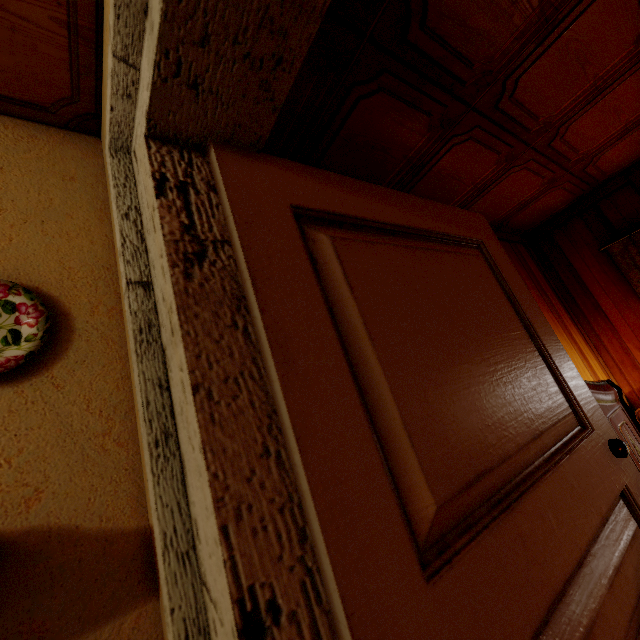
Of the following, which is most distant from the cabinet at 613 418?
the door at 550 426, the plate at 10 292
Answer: the plate at 10 292

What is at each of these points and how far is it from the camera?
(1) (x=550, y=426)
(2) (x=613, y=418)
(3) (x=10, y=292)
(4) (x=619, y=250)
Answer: (1) door, 0.8m
(2) cabinet, 1.5m
(3) plate, 0.9m
(4) curtain, 3.1m

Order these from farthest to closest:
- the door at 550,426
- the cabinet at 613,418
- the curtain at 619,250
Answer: the curtain at 619,250 → the cabinet at 613,418 → the door at 550,426

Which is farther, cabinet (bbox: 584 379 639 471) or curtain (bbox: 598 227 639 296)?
curtain (bbox: 598 227 639 296)

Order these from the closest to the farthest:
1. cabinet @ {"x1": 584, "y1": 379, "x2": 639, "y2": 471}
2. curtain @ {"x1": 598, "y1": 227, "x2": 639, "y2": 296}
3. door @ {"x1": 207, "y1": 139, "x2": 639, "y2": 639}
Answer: door @ {"x1": 207, "y1": 139, "x2": 639, "y2": 639}, cabinet @ {"x1": 584, "y1": 379, "x2": 639, "y2": 471}, curtain @ {"x1": 598, "y1": 227, "x2": 639, "y2": 296}

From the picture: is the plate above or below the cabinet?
above

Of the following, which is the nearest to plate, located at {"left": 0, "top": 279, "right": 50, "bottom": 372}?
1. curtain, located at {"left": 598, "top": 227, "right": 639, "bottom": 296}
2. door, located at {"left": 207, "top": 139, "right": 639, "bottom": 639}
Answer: door, located at {"left": 207, "top": 139, "right": 639, "bottom": 639}

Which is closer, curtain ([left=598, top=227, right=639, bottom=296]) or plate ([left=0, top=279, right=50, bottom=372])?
plate ([left=0, top=279, right=50, bottom=372])
